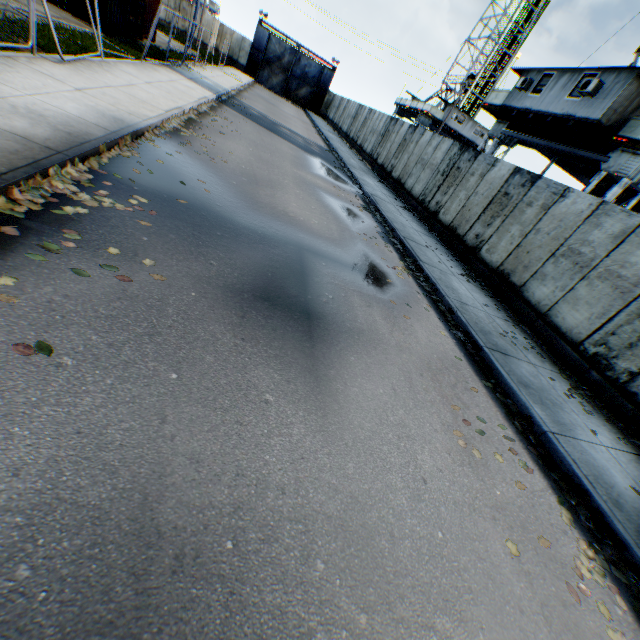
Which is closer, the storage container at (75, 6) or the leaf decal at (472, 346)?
the leaf decal at (472, 346)

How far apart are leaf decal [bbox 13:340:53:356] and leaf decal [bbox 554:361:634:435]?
8.08m

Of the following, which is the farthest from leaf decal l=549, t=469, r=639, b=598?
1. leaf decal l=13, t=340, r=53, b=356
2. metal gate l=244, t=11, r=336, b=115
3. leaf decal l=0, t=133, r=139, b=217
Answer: metal gate l=244, t=11, r=336, b=115

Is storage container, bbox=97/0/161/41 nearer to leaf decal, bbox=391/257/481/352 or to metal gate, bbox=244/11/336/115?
leaf decal, bbox=391/257/481/352

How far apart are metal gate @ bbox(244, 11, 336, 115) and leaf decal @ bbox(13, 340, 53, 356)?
52.80m

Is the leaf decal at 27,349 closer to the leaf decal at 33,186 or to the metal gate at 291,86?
the leaf decal at 33,186

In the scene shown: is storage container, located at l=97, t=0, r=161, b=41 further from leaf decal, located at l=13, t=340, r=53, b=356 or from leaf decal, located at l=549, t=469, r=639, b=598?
leaf decal, located at l=549, t=469, r=639, b=598

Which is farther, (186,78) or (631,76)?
(186,78)
